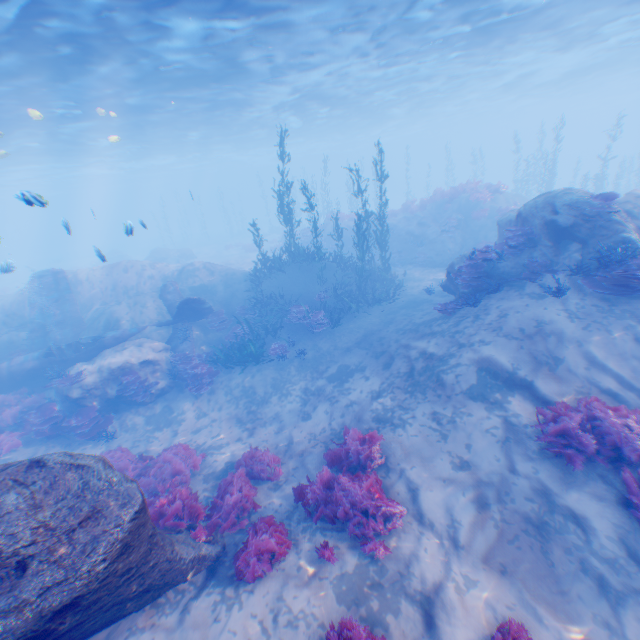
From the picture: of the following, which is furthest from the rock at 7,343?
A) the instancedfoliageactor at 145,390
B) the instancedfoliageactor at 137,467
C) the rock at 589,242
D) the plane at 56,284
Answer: the instancedfoliageactor at 137,467

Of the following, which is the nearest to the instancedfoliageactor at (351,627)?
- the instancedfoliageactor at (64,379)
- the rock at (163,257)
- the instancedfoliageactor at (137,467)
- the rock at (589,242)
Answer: the rock at (589,242)

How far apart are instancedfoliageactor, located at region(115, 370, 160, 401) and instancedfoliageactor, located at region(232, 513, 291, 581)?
8.1 meters

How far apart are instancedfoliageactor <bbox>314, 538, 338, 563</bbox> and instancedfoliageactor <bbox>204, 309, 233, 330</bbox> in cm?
1275

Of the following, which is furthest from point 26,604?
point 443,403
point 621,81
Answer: point 621,81

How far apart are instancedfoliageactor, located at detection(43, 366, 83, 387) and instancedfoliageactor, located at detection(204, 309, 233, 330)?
5.42m

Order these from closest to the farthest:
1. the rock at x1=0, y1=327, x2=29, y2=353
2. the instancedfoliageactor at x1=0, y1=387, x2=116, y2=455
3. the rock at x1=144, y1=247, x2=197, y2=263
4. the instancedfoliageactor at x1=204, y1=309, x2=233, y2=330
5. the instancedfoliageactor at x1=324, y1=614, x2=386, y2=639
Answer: the instancedfoliageactor at x1=324, y1=614, x2=386, y2=639, the instancedfoliageactor at x1=0, y1=387, x2=116, y2=455, the instancedfoliageactor at x1=204, y1=309, x2=233, y2=330, the rock at x1=0, y1=327, x2=29, y2=353, the rock at x1=144, y1=247, x2=197, y2=263

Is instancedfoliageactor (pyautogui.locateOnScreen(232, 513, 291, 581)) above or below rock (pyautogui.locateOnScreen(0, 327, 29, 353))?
below
